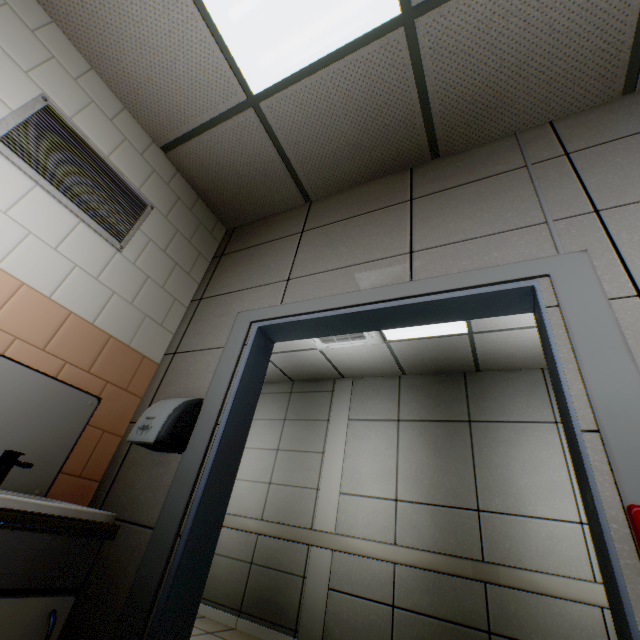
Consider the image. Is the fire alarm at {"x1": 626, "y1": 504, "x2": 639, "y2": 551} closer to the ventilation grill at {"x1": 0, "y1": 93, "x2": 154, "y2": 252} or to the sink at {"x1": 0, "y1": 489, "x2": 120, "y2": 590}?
the sink at {"x1": 0, "y1": 489, "x2": 120, "y2": 590}

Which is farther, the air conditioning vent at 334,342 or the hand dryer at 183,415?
the air conditioning vent at 334,342

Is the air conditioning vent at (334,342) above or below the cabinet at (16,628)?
above

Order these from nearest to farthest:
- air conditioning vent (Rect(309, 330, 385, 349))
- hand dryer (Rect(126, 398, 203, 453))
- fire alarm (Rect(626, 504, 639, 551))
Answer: fire alarm (Rect(626, 504, 639, 551))
hand dryer (Rect(126, 398, 203, 453))
air conditioning vent (Rect(309, 330, 385, 349))

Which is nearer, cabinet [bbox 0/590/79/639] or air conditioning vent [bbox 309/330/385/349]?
cabinet [bbox 0/590/79/639]

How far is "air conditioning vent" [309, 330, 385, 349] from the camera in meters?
4.0

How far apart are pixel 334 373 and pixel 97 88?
4.3 meters

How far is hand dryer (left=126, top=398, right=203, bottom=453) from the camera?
1.6m
